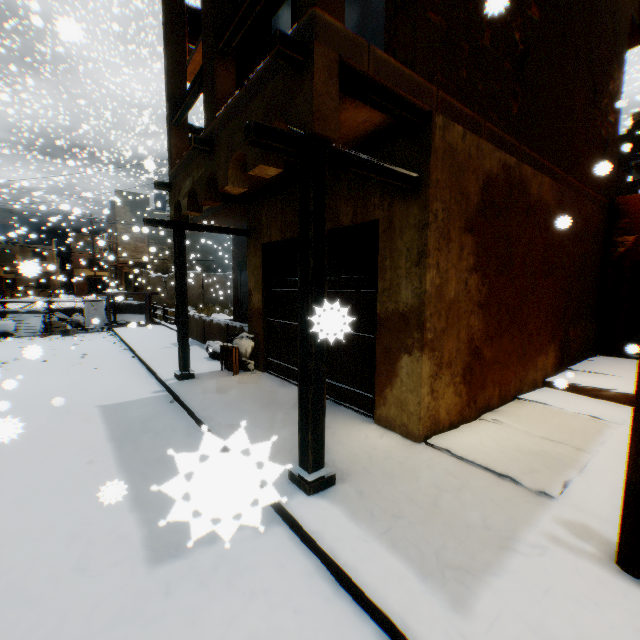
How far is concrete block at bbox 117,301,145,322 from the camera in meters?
15.9

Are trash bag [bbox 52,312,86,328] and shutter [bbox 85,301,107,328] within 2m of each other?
yes

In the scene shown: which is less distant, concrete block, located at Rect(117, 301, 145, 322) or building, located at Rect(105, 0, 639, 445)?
building, located at Rect(105, 0, 639, 445)

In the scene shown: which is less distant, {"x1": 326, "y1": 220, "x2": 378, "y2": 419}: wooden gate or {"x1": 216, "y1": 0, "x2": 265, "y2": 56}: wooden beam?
{"x1": 216, "y1": 0, "x2": 265, "y2": 56}: wooden beam

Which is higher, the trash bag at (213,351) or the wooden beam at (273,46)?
the wooden beam at (273,46)

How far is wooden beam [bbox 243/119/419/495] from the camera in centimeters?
262cm

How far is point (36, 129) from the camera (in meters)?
33.62

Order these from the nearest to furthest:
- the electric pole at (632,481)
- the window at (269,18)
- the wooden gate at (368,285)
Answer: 1. the electric pole at (632,481)
2. the wooden gate at (368,285)
3. the window at (269,18)
